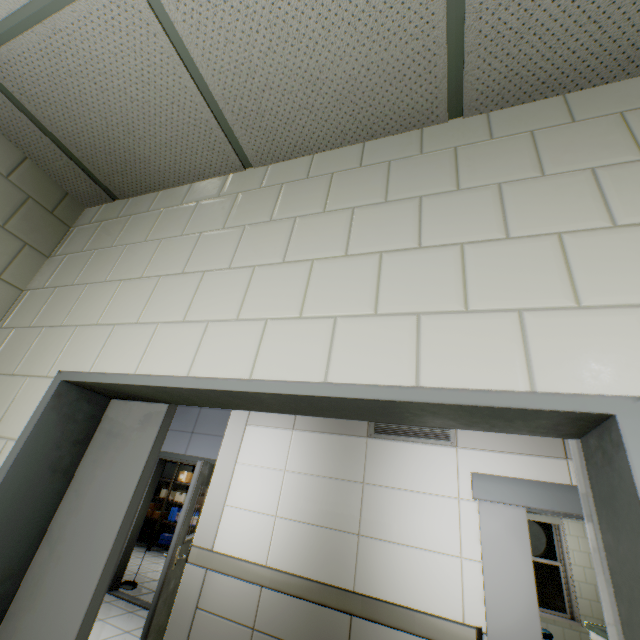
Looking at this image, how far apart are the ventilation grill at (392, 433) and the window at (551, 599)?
5.3m

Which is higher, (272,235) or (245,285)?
(272,235)

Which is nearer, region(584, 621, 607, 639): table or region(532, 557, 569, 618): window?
region(584, 621, 607, 639): table

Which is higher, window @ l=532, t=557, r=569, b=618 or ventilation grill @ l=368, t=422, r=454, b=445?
ventilation grill @ l=368, t=422, r=454, b=445

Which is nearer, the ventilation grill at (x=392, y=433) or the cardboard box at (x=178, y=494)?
the ventilation grill at (x=392, y=433)

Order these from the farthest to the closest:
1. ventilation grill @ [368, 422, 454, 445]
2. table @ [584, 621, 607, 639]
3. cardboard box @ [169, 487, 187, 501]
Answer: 1. cardboard box @ [169, 487, 187, 501]
2. table @ [584, 621, 607, 639]
3. ventilation grill @ [368, 422, 454, 445]

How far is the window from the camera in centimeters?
609cm

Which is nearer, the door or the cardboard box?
the door
